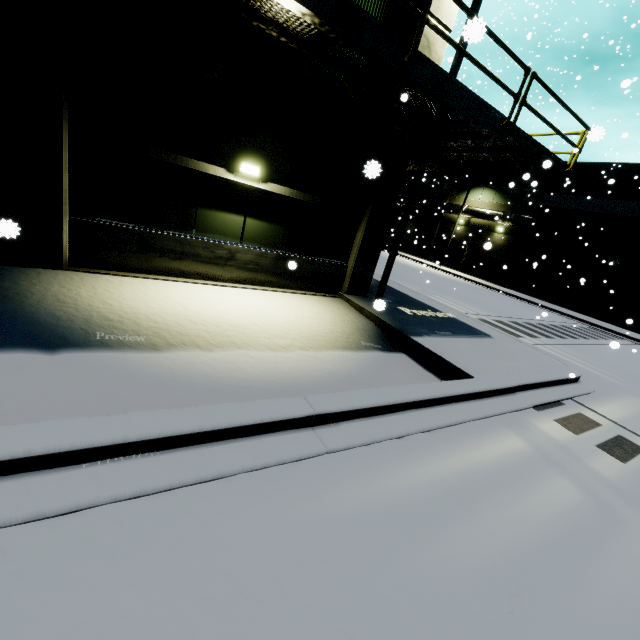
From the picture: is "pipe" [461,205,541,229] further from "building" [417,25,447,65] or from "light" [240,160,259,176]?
"light" [240,160,259,176]

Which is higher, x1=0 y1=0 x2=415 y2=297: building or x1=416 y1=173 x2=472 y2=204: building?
x1=416 y1=173 x2=472 y2=204: building

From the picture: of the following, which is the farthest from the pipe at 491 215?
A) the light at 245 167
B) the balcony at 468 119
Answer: the light at 245 167

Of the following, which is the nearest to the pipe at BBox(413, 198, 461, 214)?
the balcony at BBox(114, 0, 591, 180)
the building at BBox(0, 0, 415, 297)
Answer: the building at BBox(0, 0, 415, 297)

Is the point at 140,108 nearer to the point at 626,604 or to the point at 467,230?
the point at 626,604

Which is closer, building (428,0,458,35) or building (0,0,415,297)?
building (0,0,415,297)

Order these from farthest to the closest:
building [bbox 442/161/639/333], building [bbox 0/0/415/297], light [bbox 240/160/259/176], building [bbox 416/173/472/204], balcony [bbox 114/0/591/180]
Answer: building [bbox 416/173/472/204] → building [bbox 442/161/639/333] → light [bbox 240/160/259/176] → building [bbox 0/0/415/297] → balcony [bbox 114/0/591/180]

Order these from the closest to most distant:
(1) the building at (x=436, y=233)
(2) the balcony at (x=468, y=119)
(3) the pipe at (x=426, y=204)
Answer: (2) the balcony at (x=468, y=119)
(3) the pipe at (x=426, y=204)
(1) the building at (x=436, y=233)
